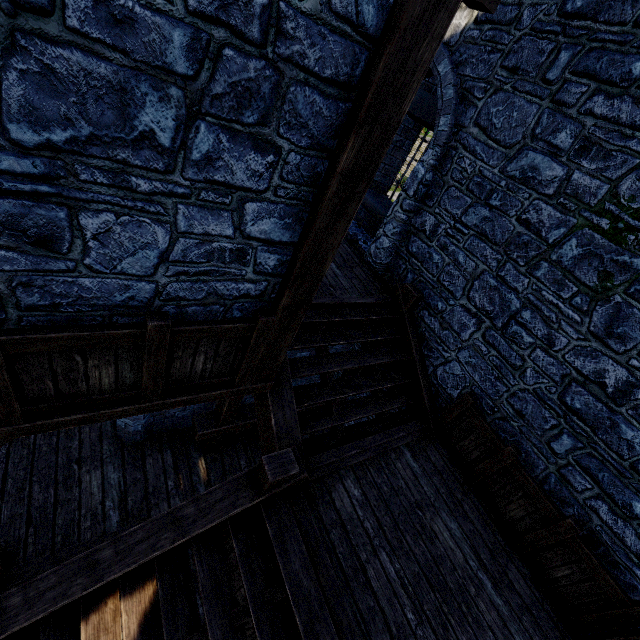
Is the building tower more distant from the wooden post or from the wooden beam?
the wooden beam

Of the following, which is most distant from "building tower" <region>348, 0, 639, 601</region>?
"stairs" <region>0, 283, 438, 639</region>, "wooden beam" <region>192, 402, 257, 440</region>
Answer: "wooden beam" <region>192, 402, 257, 440</region>

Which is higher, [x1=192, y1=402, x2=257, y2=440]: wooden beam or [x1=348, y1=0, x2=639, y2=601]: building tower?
[x1=348, y1=0, x2=639, y2=601]: building tower

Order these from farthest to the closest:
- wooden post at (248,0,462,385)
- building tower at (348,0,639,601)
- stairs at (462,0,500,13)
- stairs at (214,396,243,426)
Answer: stairs at (214,396,243,426) < building tower at (348,0,639,601) < stairs at (462,0,500,13) < wooden post at (248,0,462,385)

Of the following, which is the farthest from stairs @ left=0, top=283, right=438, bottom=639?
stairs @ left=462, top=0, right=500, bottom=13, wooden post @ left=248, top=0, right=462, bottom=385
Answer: stairs @ left=462, top=0, right=500, bottom=13

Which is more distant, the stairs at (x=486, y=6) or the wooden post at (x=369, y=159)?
the stairs at (x=486, y=6)

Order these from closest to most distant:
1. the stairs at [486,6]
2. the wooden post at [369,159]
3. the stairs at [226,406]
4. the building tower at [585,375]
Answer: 1. the wooden post at [369,159]
2. the stairs at [486,6]
3. the building tower at [585,375]
4. the stairs at [226,406]

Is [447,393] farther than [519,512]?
Yes
